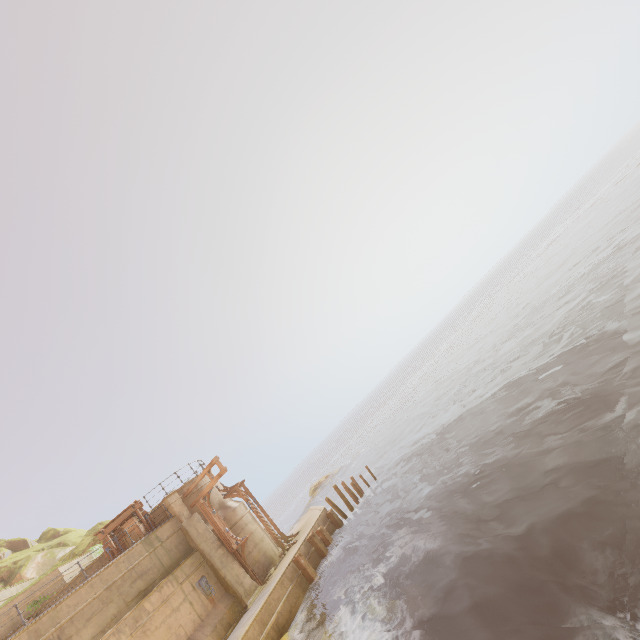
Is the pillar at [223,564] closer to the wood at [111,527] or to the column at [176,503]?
the column at [176,503]

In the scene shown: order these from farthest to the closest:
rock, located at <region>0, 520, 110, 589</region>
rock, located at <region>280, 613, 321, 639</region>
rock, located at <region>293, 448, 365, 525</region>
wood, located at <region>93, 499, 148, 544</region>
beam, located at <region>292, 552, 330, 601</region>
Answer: rock, located at <region>293, 448, 365, 525</region> → rock, located at <region>0, 520, 110, 589</region> → wood, located at <region>93, 499, 148, 544</region> → beam, located at <region>292, 552, 330, 601</region> → rock, located at <region>280, 613, 321, 639</region>

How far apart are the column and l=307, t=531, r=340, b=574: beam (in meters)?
6.61

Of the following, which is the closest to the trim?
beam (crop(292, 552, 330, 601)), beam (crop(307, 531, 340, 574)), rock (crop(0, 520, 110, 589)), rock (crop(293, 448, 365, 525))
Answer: beam (crop(292, 552, 330, 601))

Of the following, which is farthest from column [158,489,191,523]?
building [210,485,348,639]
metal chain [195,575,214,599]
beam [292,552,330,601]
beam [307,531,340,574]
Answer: beam [307,531,340,574]

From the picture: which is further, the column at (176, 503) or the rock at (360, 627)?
the column at (176, 503)

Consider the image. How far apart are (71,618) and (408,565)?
13.2 meters

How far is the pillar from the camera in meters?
16.1 m
